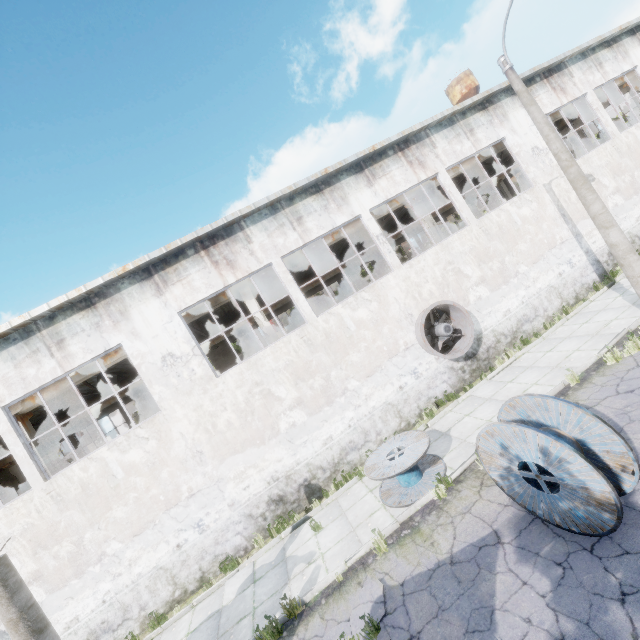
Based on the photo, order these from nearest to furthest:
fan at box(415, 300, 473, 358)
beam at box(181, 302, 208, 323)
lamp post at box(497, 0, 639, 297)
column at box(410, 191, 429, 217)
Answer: lamp post at box(497, 0, 639, 297) → fan at box(415, 300, 473, 358) → beam at box(181, 302, 208, 323) → column at box(410, 191, 429, 217)

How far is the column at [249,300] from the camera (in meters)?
14.00

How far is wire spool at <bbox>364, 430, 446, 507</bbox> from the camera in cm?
825

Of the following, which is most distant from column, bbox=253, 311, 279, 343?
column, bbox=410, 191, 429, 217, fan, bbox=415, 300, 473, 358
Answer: column, bbox=410, 191, 429, 217

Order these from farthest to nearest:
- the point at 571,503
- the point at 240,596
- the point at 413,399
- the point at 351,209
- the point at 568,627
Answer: the point at 351,209 → the point at 413,399 → the point at 240,596 → the point at 571,503 → the point at 568,627

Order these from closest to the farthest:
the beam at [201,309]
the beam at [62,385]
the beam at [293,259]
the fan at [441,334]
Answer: the fan at [441,334]
the beam at [62,385]
the beam at [201,309]
the beam at [293,259]

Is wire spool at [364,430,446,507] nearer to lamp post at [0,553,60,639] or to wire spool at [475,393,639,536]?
wire spool at [475,393,639,536]

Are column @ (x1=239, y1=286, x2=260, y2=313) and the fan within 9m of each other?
yes
